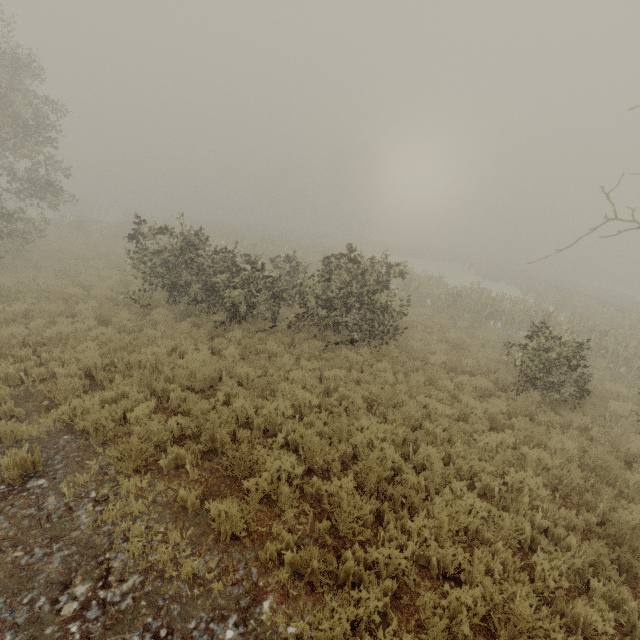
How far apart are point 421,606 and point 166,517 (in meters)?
3.68
